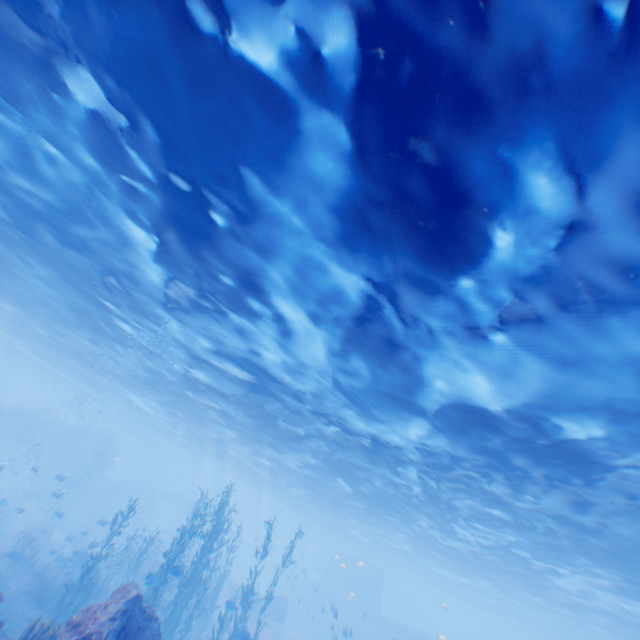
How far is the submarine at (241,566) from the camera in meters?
49.5 m

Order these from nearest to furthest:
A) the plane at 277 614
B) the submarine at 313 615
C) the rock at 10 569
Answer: the rock at 10 569, the plane at 277 614, the submarine at 313 615

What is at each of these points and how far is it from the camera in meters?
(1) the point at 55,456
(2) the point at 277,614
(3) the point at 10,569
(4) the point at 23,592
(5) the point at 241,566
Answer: (1) rock, 37.7 m
(2) plane, 28.2 m
(3) rock, 16.3 m
(4) instancedfoliageactor, 15.5 m
(5) submarine, 52.0 m

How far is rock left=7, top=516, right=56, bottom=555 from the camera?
23.05m

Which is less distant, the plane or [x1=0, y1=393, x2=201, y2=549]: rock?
the plane

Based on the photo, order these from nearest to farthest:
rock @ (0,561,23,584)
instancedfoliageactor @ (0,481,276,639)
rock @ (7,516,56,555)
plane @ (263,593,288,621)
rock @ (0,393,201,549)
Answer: instancedfoliageactor @ (0,481,276,639), rock @ (0,561,23,584), rock @ (7,516,56,555), plane @ (263,593,288,621), rock @ (0,393,201,549)

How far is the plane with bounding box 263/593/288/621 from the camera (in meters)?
28.05

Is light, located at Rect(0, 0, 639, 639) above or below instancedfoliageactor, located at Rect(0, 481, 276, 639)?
above
